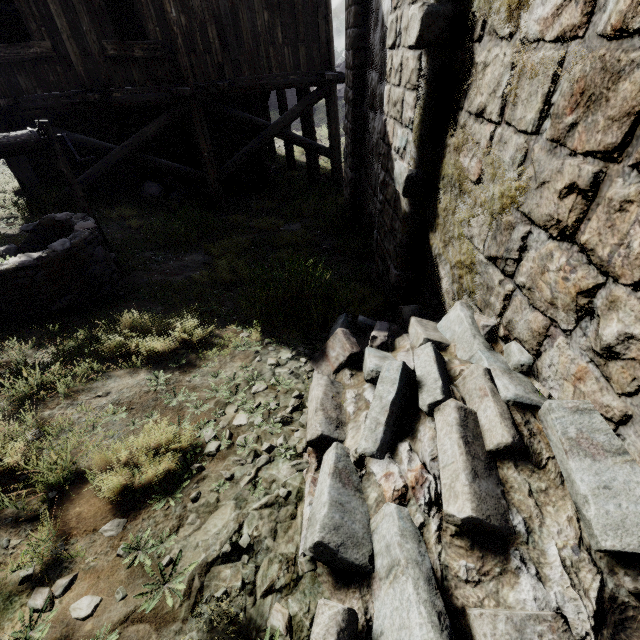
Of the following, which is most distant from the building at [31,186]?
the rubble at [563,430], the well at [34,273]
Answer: the well at [34,273]

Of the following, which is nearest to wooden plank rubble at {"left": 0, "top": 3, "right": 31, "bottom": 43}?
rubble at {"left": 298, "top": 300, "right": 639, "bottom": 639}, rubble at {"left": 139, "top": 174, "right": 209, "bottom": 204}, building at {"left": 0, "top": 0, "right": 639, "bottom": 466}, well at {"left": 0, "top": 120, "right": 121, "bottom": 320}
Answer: building at {"left": 0, "top": 0, "right": 639, "bottom": 466}

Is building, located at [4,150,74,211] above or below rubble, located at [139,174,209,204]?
above

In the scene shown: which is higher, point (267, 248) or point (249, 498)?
point (249, 498)

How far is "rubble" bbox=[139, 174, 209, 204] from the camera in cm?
1064

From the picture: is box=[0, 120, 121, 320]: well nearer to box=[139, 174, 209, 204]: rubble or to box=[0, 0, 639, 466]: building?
box=[0, 0, 639, 466]: building

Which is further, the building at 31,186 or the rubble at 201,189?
the rubble at 201,189

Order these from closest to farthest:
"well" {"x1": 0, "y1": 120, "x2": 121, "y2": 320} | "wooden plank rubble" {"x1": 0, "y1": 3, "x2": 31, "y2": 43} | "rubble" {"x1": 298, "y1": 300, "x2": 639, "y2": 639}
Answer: "rubble" {"x1": 298, "y1": 300, "x2": 639, "y2": 639} < "well" {"x1": 0, "y1": 120, "x2": 121, "y2": 320} < "wooden plank rubble" {"x1": 0, "y1": 3, "x2": 31, "y2": 43}
